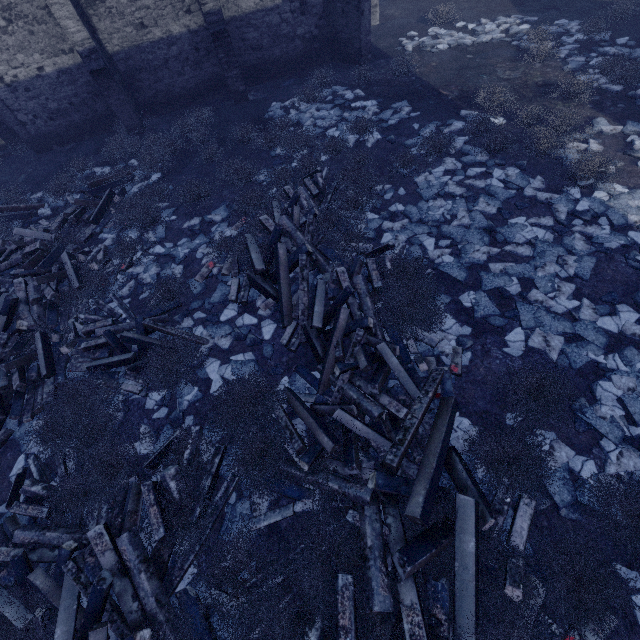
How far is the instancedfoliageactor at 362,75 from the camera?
11.7m

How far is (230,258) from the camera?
7.8m

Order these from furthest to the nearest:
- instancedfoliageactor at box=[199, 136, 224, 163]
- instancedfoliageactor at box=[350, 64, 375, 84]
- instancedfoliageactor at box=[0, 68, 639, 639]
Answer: instancedfoliageactor at box=[350, 64, 375, 84] < instancedfoliageactor at box=[199, 136, 224, 163] < instancedfoliageactor at box=[0, 68, 639, 639]

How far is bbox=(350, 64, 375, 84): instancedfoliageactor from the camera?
11.7 meters

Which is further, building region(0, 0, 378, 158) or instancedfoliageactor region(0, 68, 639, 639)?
building region(0, 0, 378, 158)

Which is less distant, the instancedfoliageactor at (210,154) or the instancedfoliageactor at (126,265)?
the instancedfoliageactor at (126,265)
